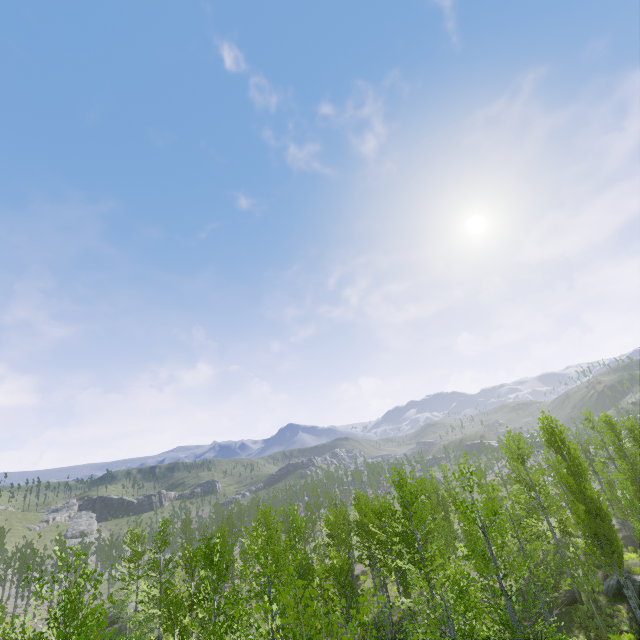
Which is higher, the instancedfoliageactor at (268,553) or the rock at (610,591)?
the instancedfoliageactor at (268,553)

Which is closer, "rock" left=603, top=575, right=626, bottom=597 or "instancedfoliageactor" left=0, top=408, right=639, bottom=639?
"instancedfoliageactor" left=0, top=408, right=639, bottom=639

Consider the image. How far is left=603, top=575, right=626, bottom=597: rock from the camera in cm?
2275

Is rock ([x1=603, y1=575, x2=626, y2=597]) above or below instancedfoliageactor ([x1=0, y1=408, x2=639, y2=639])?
below

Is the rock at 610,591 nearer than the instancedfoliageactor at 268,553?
No

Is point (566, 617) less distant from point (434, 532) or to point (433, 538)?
point (433, 538)
